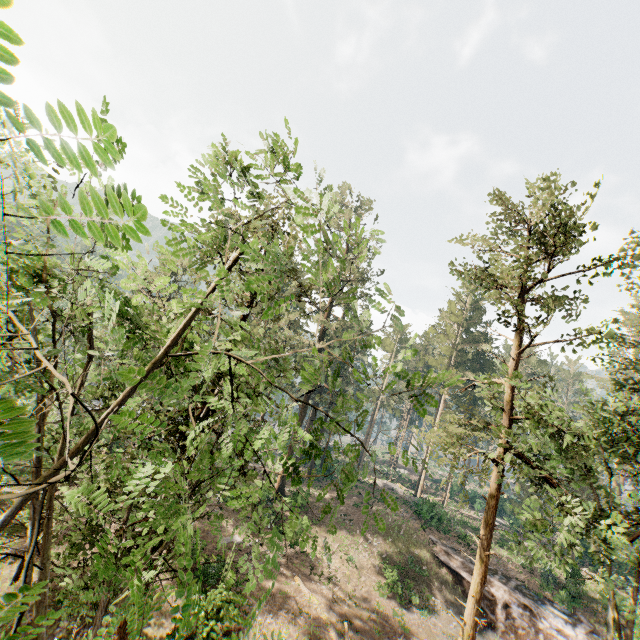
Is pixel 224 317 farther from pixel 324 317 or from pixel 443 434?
pixel 324 317

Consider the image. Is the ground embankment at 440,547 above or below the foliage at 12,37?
below

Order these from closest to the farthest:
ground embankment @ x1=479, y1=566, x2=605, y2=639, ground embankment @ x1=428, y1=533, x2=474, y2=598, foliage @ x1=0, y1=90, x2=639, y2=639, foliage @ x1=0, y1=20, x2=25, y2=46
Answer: foliage @ x1=0, y1=20, x2=25, y2=46 → foliage @ x1=0, y1=90, x2=639, y2=639 → ground embankment @ x1=479, y1=566, x2=605, y2=639 → ground embankment @ x1=428, y1=533, x2=474, y2=598

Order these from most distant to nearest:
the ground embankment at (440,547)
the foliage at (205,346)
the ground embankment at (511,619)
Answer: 1. the ground embankment at (440,547)
2. the ground embankment at (511,619)
3. the foliage at (205,346)

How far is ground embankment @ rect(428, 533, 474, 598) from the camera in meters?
26.7

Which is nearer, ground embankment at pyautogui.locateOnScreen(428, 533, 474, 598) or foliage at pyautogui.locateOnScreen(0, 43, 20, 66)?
foliage at pyautogui.locateOnScreen(0, 43, 20, 66)
